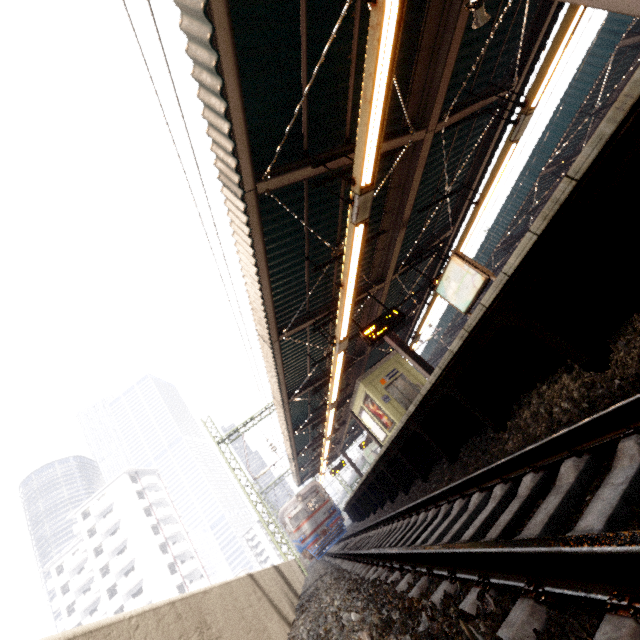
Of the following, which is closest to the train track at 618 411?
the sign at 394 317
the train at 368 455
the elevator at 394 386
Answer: the train at 368 455

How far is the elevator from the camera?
13.4m

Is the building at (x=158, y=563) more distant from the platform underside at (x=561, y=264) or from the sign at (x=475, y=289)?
the sign at (x=475, y=289)

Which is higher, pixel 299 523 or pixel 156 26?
pixel 156 26

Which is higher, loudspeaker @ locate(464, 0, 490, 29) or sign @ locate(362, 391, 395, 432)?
loudspeaker @ locate(464, 0, 490, 29)

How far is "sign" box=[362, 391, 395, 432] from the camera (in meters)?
13.53

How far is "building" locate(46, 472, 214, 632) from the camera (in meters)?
44.38

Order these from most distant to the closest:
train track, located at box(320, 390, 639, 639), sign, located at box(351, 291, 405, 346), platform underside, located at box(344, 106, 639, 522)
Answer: sign, located at box(351, 291, 405, 346)
platform underside, located at box(344, 106, 639, 522)
train track, located at box(320, 390, 639, 639)
